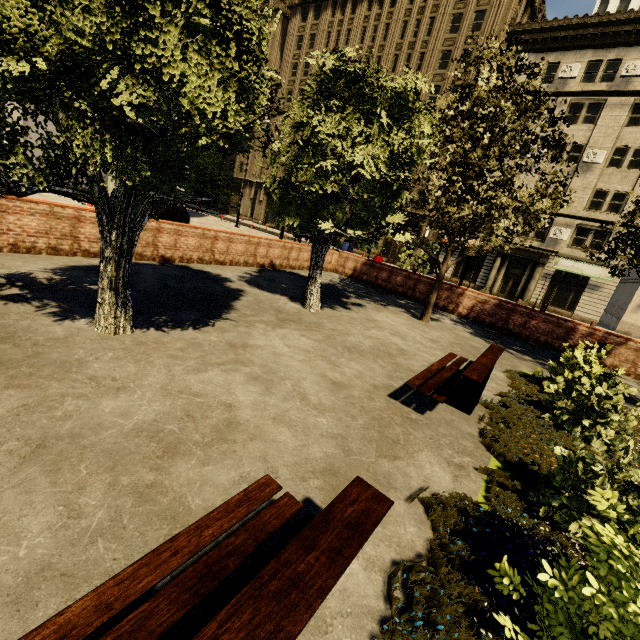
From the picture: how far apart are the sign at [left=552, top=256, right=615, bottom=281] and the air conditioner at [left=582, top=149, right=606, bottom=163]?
7.3m

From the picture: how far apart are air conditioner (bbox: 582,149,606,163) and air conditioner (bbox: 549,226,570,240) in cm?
502

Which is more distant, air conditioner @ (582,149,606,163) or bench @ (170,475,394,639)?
air conditioner @ (582,149,606,163)

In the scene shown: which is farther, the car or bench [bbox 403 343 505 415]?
the car

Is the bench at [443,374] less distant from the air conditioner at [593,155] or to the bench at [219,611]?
the bench at [219,611]

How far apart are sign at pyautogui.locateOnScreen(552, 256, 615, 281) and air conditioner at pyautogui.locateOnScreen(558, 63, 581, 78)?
13.81m

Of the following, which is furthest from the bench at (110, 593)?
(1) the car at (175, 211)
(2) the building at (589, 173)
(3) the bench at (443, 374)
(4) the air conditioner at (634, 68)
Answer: (4) the air conditioner at (634, 68)

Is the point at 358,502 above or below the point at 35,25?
below
